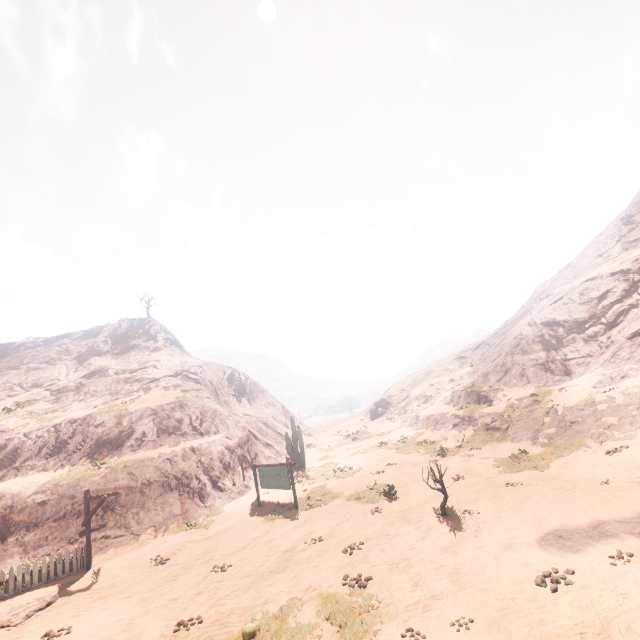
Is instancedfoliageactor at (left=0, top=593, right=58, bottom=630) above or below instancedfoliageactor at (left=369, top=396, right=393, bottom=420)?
below

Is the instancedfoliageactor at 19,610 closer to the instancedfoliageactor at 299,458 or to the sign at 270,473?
the sign at 270,473

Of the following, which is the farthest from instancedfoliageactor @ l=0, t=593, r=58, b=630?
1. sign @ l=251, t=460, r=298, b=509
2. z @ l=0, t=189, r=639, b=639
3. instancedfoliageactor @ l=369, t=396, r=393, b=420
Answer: instancedfoliageactor @ l=369, t=396, r=393, b=420

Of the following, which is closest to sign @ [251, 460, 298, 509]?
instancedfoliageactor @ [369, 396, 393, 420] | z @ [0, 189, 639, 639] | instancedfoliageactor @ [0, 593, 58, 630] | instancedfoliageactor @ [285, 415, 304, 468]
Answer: z @ [0, 189, 639, 639]

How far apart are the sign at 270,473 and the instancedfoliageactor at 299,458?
7.42m

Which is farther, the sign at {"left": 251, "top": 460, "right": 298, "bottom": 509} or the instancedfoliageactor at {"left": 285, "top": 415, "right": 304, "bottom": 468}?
the instancedfoliageactor at {"left": 285, "top": 415, "right": 304, "bottom": 468}

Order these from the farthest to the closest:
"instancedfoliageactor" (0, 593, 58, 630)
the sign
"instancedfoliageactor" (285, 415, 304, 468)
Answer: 1. "instancedfoliageactor" (285, 415, 304, 468)
2. the sign
3. "instancedfoliageactor" (0, 593, 58, 630)

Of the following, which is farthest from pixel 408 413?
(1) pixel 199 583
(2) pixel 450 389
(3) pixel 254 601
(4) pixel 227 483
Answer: (3) pixel 254 601
